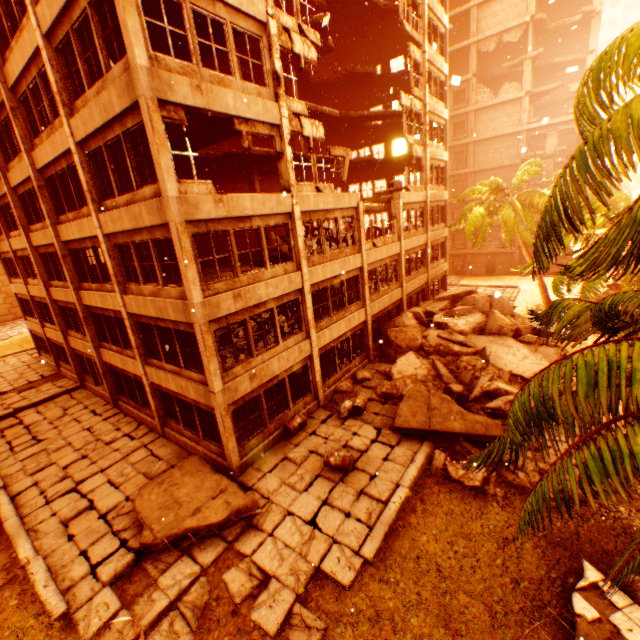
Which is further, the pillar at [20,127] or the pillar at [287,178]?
the pillar at [20,127]

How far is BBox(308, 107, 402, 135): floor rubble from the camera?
22.06m

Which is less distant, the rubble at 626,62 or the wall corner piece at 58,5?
the rubble at 626,62

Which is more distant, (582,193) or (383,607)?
(383,607)

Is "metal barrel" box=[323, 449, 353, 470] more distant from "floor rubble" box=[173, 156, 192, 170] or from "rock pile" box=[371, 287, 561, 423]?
"floor rubble" box=[173, 156, 192, 170]

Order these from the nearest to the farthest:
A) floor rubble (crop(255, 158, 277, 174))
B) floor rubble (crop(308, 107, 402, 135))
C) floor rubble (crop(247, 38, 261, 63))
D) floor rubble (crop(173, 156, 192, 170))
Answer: floor rubble (crop(173, 156, 192, 170)) < floor rubble (crop(247, 38, 261, 63)) < floor rubble (crop(255, 158, 277, 174)) < floor rubble (crop(308, 107, 402, 135))

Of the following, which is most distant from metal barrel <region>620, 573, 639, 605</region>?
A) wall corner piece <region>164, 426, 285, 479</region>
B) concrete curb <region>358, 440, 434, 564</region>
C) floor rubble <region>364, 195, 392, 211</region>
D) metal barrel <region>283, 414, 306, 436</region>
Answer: floor rubble <region>364, 195, 392, 211</region>

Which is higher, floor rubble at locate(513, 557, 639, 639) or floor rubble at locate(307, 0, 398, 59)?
floor rubble at locate(307, 0, 398, 59)
